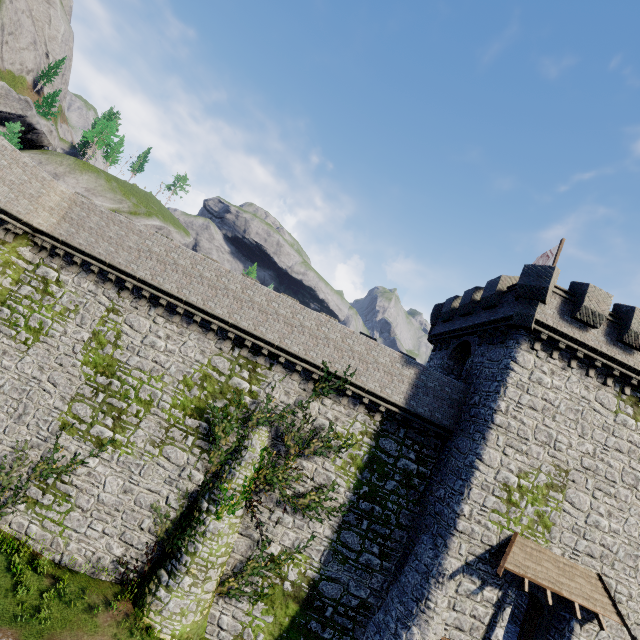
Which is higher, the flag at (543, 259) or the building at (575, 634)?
the flag at (543, 259)

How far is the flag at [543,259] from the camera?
18.8 meters

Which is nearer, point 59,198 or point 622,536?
point 622,536

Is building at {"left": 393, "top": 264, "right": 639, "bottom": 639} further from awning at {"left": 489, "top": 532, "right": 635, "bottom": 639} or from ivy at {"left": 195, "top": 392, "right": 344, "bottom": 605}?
ivy at {"left": 195, "top": 392, "right": 344, "bottom": 605}

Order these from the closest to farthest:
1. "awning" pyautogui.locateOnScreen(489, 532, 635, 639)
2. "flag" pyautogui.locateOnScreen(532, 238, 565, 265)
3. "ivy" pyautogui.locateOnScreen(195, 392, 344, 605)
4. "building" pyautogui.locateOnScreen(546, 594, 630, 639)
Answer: "awning" pyautogui.locateOnScreen(489, 532, 635, 639), "building" pyautogui.locateOnScreen(546, 594, 630, 639), "ivy" pyautogui.locateOnScreen(195, 392, 344, 605), "flag" pyautogui.locateOnScreen(532, 238, 565, 265)

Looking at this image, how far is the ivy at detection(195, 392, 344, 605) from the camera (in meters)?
15.37

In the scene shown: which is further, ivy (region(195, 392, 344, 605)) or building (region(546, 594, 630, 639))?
ivy (region(195, 392, 344, 605))

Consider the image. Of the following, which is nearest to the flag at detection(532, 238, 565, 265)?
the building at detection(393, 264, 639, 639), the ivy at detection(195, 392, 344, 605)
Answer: the building at detection(393, 264, 639, 639)
